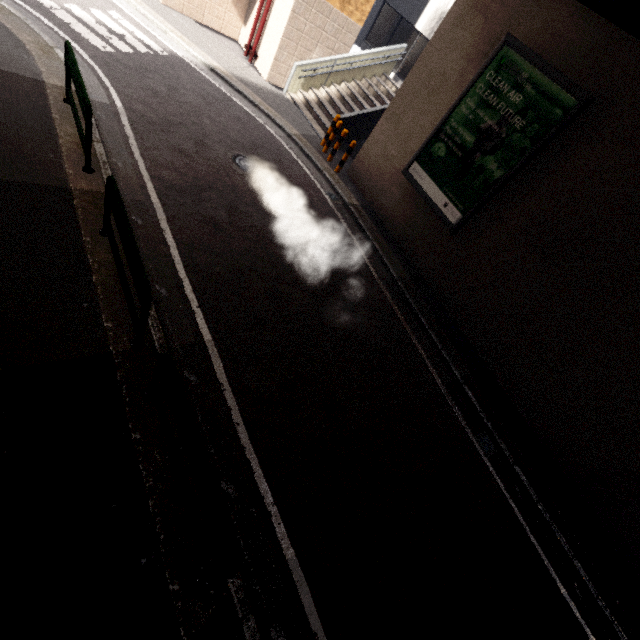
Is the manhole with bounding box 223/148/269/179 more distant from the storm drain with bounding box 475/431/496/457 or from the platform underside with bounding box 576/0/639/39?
the storm drain with bounding box 475/431/496/457

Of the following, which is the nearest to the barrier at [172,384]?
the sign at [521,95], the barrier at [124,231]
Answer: the barrier at [124,231]

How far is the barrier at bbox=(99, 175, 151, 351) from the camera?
3.54m

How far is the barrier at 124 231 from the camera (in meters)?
3.54

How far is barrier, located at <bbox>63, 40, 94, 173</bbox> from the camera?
4.8m

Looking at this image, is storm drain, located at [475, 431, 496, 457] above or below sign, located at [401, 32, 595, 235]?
below

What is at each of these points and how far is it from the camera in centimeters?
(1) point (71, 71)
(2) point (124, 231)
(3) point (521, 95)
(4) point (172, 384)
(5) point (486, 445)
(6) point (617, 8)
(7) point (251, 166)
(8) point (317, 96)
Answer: (1) barrier, 530cm
(2) barrier, 375cm
(3) sign, 708cm
(4) barrier, 304cm
(5) storm drain, 668cm
(6) platform underside, 556cm
(7) manhole, 834cm
(8) stairs, 1284cm

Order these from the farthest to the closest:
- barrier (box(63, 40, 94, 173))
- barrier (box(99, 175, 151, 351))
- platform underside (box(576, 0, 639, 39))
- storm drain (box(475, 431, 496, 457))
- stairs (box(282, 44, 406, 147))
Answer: stairs (box(282, 44, 406, 147)), storm drain (box(475, 431, 496, 457)), platform underside (box(576, 0, 639, 39)), barrier (box(63, 40, 94, 173)), barrier (box(99, 175, 151, 351))
